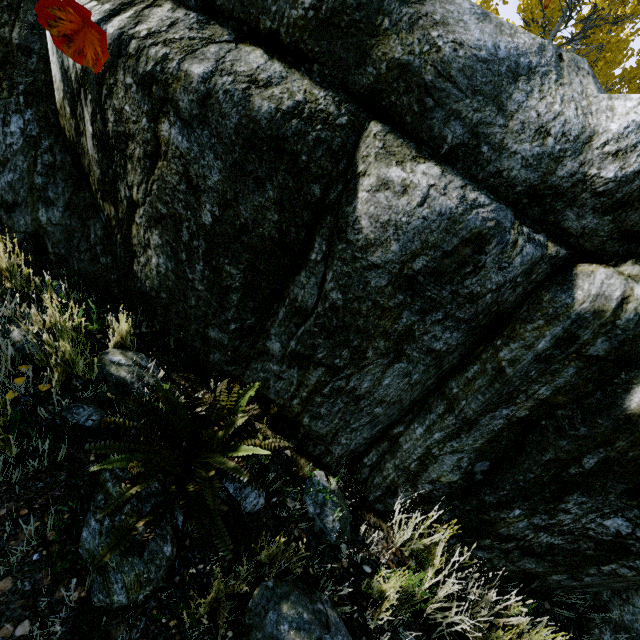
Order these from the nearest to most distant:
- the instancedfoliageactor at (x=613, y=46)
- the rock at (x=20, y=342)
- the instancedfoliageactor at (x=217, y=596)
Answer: the instancedfoliageactor at (x=217, y=596) → the rock at (x=20, y=342) → the instancedfoliageactor at (x=613, y=46)

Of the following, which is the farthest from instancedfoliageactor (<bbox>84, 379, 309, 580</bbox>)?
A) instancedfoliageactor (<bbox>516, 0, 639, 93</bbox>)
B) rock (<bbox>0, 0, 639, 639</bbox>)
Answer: instancedfoliageactor (<bbox>516, 0, 639, 93</bbox>)

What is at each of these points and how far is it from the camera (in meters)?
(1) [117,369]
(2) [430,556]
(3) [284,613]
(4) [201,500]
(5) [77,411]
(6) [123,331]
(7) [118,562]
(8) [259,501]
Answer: (1) rock, 2.10
(2) instancedfoliageactor, 1.99
(3) rock, 1.46
(4) instancedfoliageactor, 1.56
(5) rock, 1.86
(6) instancedfoliageactor, 2.29
(7) rock, 1.40
(8) rock, 1.92

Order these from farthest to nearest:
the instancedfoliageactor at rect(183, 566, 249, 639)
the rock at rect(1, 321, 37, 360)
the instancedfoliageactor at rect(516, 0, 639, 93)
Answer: the instancedfoliageactor at rect(516, 0, 639, 93)
the rock at rect(1, 321, 37, 360)
the instancedfoliageactor at rect(183, 566, 249, 639)

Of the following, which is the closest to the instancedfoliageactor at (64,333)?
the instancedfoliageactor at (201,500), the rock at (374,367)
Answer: the rock at (374,367)

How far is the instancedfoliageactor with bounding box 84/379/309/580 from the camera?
1.5 meters

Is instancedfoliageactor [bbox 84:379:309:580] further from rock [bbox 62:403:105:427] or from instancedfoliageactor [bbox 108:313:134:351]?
instancedfoliageactor [bbox 108:313:134:351]
